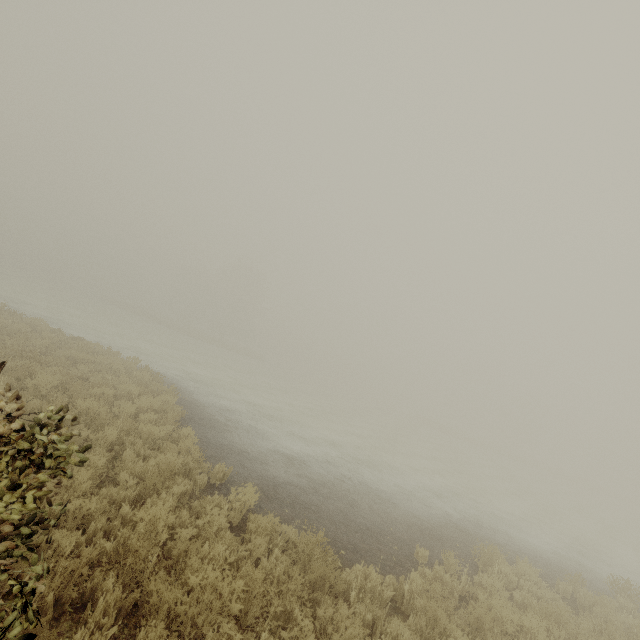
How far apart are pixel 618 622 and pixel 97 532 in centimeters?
1079cm
